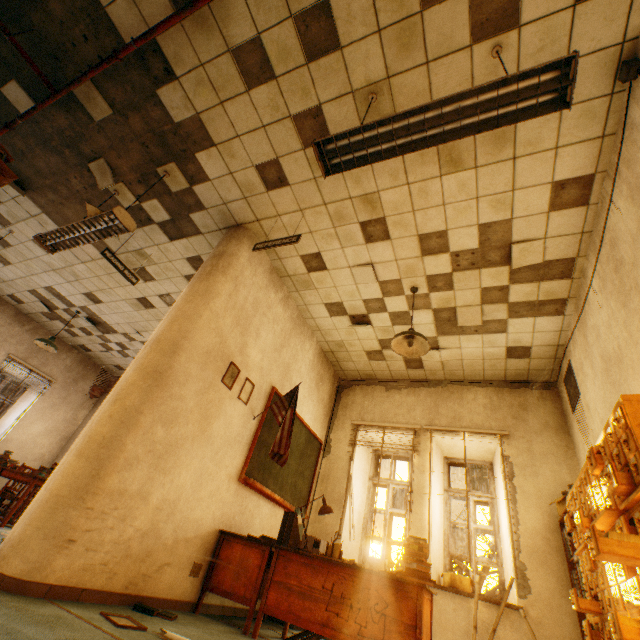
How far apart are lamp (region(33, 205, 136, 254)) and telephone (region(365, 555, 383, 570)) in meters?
4.1

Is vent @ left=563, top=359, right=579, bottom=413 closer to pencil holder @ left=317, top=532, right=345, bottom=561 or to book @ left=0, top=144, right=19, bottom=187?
pencil holder @ left=317, top=532, right=345, bottom=561

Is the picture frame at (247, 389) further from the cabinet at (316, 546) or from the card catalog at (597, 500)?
the card catalog at (597, 500)

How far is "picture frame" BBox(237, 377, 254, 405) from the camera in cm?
404

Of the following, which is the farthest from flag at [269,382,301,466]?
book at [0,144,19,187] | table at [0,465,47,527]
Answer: table at [0,465,47,527]

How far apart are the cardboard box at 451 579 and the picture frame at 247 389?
3.6 meters

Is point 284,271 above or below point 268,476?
above

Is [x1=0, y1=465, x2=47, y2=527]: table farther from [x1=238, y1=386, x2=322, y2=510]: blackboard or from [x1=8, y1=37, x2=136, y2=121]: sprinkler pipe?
[x1=8, y1=37, x2=136, y2=121]: sprinkler pipe
